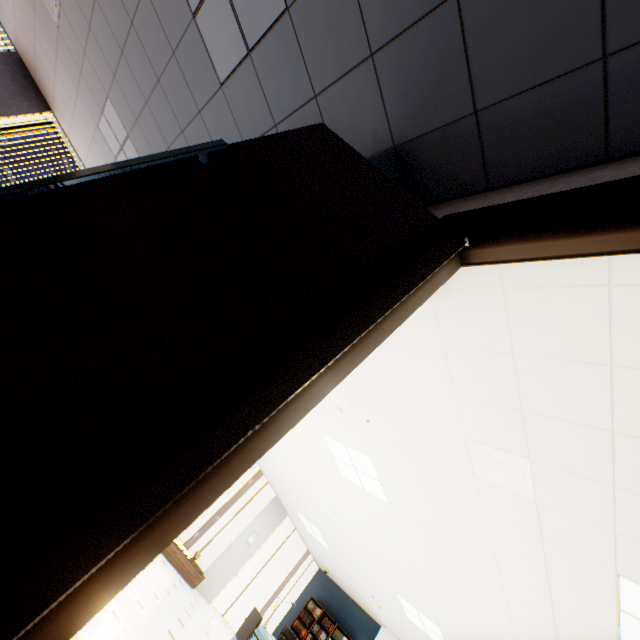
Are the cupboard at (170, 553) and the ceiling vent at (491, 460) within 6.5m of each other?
no

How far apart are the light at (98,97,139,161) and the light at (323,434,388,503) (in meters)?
4.86

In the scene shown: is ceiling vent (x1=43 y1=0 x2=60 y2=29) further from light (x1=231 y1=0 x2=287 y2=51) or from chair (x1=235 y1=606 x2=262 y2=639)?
chair (x1=235 y1=606 x2=262 y2=639)

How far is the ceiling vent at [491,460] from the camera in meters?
2.6

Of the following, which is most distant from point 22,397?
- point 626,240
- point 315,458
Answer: point 315,458

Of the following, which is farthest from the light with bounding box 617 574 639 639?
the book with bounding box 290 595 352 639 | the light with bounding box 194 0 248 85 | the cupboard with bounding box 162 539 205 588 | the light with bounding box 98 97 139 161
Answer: the book with bounding box 290 595 352 639

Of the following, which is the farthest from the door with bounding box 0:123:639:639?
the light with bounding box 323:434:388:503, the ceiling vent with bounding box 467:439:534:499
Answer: the light with bounding box 323:434:388:503

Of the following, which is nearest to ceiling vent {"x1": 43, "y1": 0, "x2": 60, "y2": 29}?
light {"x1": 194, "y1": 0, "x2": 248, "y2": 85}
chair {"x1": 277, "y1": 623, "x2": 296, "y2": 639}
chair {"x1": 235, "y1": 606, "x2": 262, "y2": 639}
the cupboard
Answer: light {"x1": 194, "y1": 0, "x2": 248, "y2": 85}
